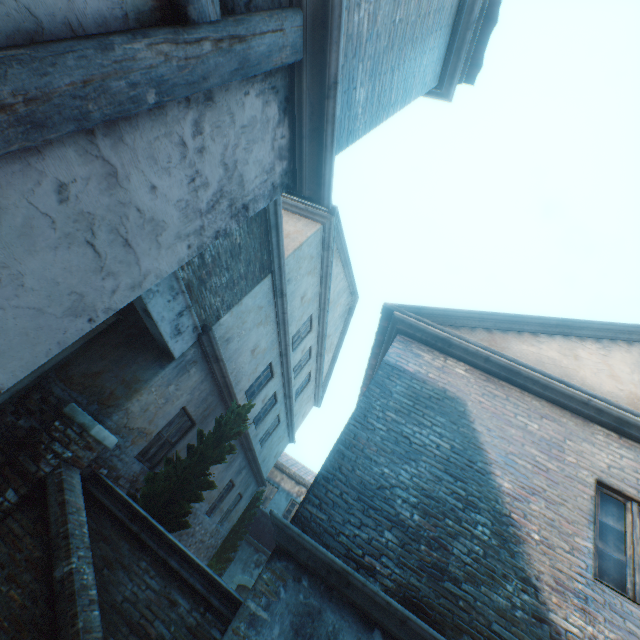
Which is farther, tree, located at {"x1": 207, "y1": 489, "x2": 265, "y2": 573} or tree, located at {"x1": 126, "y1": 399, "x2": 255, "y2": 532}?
tree, located at {"x1": 207, "y1": 489, "x2": 265, "y2": 573}

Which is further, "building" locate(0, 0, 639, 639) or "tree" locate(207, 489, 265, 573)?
"tree" locate(207, 489, 265, 573)

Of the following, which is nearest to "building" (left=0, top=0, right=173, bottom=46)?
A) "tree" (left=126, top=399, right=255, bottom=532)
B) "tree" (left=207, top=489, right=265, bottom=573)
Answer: "tree" (left=126, top=399, right=255, bottom=532)

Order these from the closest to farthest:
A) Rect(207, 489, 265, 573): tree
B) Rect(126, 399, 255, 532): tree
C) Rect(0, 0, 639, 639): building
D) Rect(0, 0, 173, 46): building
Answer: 1. Rect(0, 0, 173, 46): building
2. Rect(0, 0, 639, 639): building
3. Rect(126, 399, 255, 532): tree
4. Rect(207, 489, 265, 573): tree

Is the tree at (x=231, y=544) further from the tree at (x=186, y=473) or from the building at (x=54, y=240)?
the building at (x=54, y=240)

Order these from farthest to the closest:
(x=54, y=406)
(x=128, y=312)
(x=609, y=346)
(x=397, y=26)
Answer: (x=128, y=312)
(x=609, y=346)
(x=54, y=406)
(x=397, y=26)

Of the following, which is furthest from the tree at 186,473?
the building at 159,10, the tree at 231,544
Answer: the building at 159,10
